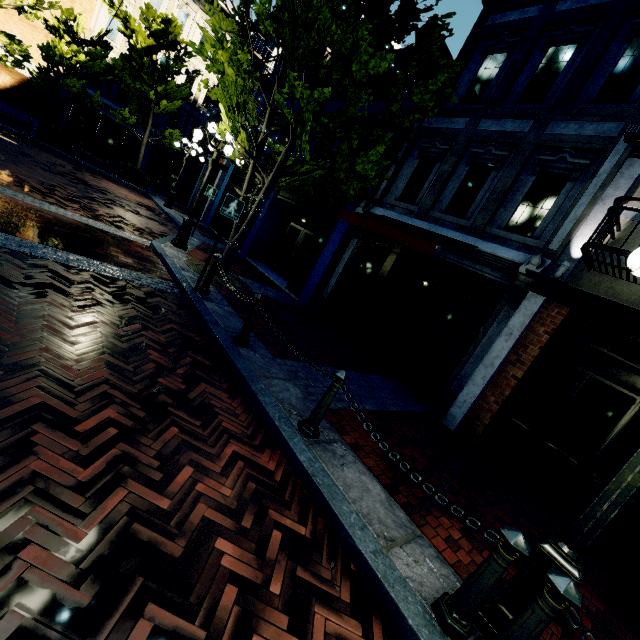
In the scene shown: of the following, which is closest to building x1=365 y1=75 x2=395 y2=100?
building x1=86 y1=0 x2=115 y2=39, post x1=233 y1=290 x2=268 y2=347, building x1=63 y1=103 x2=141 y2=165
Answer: building x1=86 y1=0 x2=115 y2=39

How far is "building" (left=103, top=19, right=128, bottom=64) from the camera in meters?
20.6 m

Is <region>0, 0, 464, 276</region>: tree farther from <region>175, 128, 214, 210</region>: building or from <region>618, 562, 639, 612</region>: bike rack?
<region>175, 128, 214, 210</region>: building

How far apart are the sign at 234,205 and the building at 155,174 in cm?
2416

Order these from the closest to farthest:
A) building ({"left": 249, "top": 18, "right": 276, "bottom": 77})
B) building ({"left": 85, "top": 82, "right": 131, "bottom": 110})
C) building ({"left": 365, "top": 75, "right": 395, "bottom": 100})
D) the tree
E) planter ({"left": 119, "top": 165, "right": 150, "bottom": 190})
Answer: the tree → building ({"left": 365, "top": 75, "right": 395, "bottom": 100}) → building ({"left": 249, "top": 18, "right": 276, "bottom": 77}) → planter ({"left": 119, "top": 165, "right": 150, "bottom": 190}) → building ({"left": 85, "top": 82, "right": 131, "bottom": 110})

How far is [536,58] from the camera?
7.7m

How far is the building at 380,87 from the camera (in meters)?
10.13
